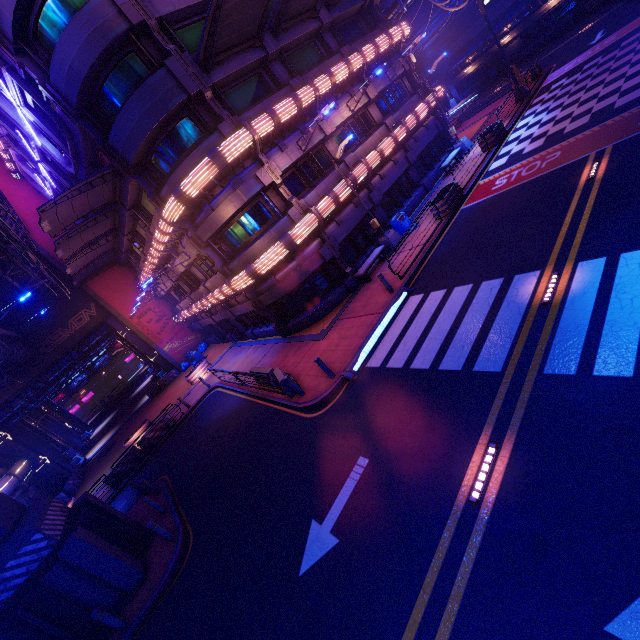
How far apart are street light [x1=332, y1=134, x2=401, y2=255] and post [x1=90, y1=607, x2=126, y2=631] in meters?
18.0

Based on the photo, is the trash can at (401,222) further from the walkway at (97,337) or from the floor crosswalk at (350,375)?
the walkway at (97,337)

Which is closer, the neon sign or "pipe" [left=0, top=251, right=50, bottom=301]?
the neon sign

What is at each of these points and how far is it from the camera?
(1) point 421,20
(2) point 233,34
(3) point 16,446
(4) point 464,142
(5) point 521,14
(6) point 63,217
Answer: (1) building, 45.4 meters
(2) awning, 14.3 meters
(3) tunnel, 28.6 meters
(4) street light, 22.8 meters
(5) walkway, 37.4 meters
(6) awning, 16.8 meters

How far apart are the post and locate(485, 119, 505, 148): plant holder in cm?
2792

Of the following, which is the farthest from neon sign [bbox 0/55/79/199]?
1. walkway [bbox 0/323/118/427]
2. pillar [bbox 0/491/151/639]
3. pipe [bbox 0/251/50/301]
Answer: pillar [bbox 0/491/151/639]

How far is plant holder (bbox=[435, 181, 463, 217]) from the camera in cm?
1650

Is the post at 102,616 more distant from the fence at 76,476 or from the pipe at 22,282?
the fence at 76,476
